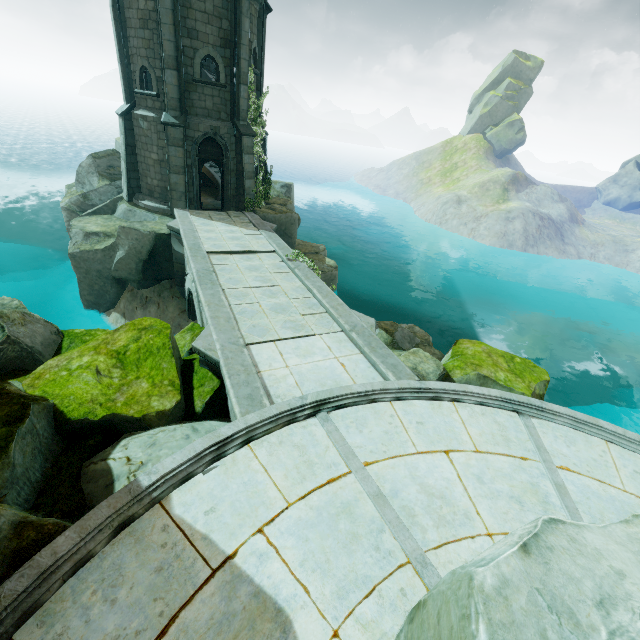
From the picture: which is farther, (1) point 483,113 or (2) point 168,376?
(1) point 483,113

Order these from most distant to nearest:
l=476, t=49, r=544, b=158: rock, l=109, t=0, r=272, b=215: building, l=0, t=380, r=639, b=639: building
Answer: l=476, t=49, r=544, b=158: rock < l=109, t=0, r=272, b=215: building < l=0, t=380, r=639, b=639: building

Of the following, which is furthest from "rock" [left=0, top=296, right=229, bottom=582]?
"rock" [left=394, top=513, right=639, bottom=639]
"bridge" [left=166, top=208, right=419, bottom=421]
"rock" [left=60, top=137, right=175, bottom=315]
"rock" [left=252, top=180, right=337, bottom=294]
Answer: "rock" [left=252, top=180, right=337, bottom=294]

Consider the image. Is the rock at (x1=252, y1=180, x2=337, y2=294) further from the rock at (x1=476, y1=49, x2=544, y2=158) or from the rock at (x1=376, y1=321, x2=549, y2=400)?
the rock at (x1=476, y1=49, x2=544, y2=158)

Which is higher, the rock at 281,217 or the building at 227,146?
the building at 227,146

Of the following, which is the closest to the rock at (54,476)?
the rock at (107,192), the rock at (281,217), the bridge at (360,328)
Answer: the bridge at (360,328)

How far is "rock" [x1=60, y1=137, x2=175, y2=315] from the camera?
14.94m

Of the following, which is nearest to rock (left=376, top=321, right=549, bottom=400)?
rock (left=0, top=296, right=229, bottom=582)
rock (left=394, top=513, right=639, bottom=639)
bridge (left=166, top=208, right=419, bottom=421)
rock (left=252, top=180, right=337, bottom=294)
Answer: bridge (left=166, top=208, right=419, bottom=421)
